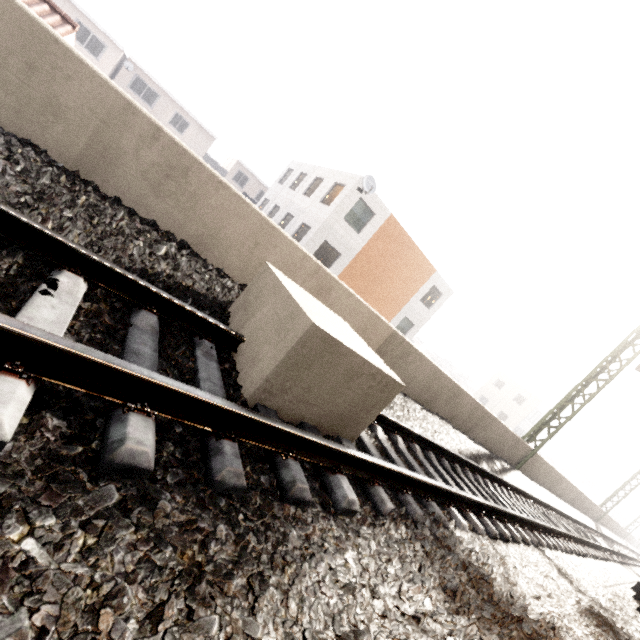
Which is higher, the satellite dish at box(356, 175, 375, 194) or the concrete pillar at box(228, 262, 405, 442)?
the satellite dish at box(356, 175, 375, 194)

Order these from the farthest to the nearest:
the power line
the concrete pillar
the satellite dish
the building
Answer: the building → the satellite dish → the power line → the concrete pillar

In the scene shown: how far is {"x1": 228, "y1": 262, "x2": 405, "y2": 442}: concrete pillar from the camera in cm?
243

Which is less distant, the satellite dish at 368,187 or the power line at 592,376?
the power line at 592,376

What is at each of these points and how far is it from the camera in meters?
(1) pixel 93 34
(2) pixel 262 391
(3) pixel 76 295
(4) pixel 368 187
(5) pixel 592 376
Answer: (1) building, 27.7 m
(2) concrete pillar, 2.4 m
(3) train track, 2.0 m
(4) satellite dish, 16.9 m
(5) power line, 11.7 m

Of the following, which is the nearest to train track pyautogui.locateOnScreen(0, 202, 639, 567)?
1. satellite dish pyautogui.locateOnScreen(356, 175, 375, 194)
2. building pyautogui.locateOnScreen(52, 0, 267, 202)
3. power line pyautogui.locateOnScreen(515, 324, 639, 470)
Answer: power line pyautogui.locateOnScreen(515, 324, 639, 470)

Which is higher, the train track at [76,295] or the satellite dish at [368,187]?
the satellite dish at [368,187]

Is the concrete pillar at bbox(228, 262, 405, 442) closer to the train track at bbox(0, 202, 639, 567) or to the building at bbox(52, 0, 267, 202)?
the train track at bbox(0, 202, 639, 567)
